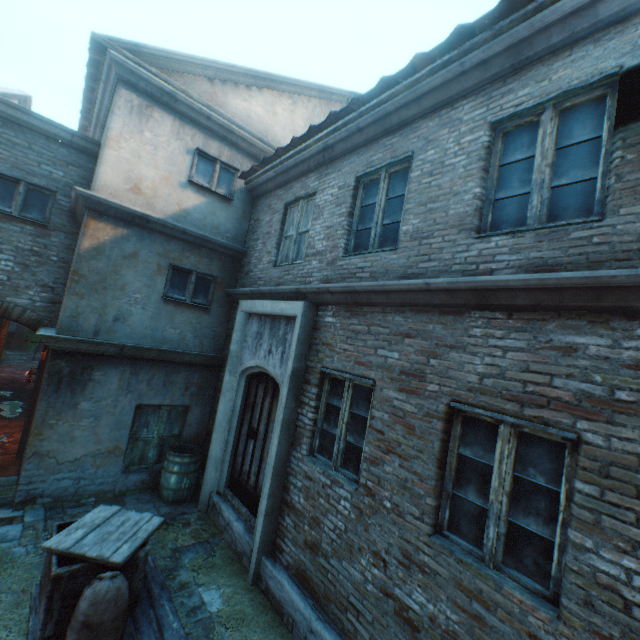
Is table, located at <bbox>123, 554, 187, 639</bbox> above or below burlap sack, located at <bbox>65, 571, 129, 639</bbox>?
below

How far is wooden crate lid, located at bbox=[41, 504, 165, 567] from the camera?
2.86m

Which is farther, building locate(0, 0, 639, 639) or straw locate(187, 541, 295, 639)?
straw locate(187, 541, 295, 639)

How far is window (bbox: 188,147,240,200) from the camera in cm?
676

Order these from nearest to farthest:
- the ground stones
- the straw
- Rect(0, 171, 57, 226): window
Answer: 1. the straw
2. Rect(0, 171, 57, 226): window
3. the ground stones

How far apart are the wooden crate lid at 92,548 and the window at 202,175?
5.80m

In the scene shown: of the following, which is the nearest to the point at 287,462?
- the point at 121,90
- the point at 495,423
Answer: the point at 495,423

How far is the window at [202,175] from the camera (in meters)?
6.76
